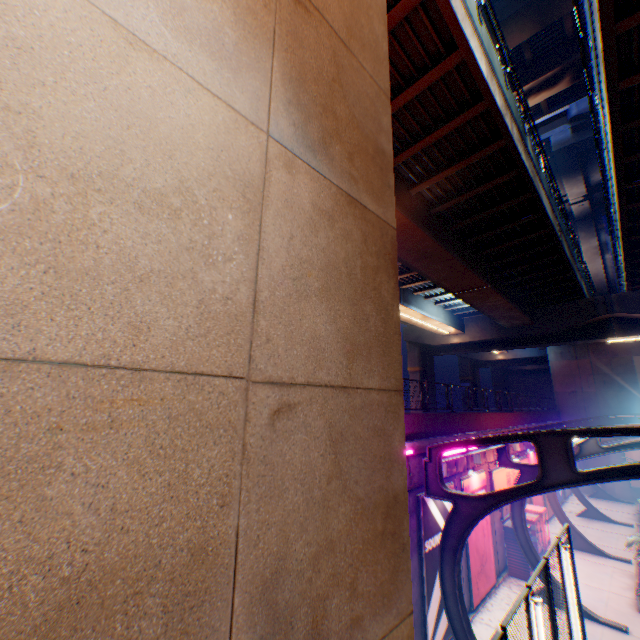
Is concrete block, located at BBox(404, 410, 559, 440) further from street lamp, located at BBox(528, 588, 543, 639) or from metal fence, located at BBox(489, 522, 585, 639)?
street lamp, located at BBox(528, 588, 543, 639)

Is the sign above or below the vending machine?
above

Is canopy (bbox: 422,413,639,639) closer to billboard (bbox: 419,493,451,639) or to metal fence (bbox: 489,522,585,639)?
metal fence (bbox: 489,522,585,639)

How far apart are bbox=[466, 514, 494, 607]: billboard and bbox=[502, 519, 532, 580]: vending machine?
1.55m

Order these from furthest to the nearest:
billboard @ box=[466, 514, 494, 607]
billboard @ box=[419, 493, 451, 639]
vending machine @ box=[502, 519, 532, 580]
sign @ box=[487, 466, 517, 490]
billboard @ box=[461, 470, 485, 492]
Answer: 1. sign @ box=[487, 466, 517, 490]
2. vending machine @ box=[502, 519, 532, 580]
3. billboard @ box=[461, 470, 485, 492]
4. billboard @ box=[466, 514, 494, 607]
5. billboard @ box=[419, 493, 451, 639]

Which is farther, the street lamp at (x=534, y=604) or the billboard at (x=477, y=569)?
the billboard at (x=477, y=569)

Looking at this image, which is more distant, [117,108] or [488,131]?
[488,131]

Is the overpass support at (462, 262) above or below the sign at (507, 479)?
above
